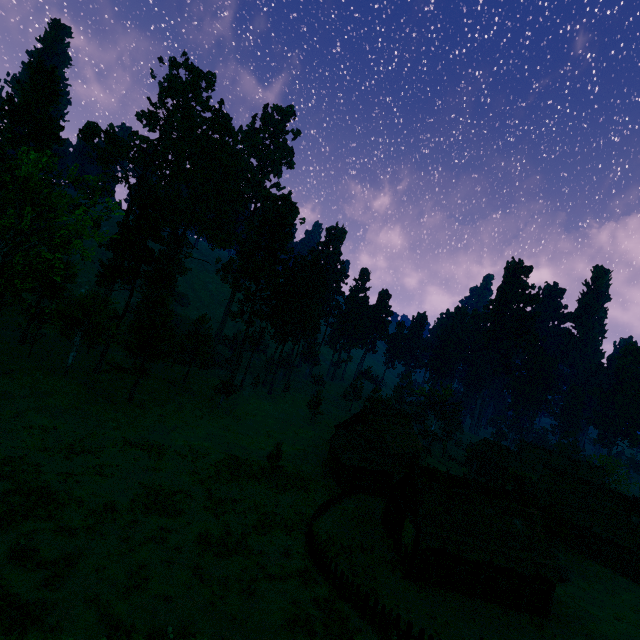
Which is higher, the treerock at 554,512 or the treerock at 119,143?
the treerock at 119,143

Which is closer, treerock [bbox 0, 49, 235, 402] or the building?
the building

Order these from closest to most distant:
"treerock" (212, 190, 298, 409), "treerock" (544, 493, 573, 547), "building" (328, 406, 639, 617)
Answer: "building" (328, 406, 639, 617)
"treerock" (544, 493, 573, 547)
"treerock" (212, 190, 298, 409)

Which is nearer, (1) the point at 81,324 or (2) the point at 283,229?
(1) the point at 81,324

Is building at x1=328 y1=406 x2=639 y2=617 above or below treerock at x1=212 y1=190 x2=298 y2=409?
below

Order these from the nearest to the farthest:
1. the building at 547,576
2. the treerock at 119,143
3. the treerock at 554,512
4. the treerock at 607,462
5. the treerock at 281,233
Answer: the building at 547,576, the treerock at 119,143, the treerock at 554,512, the treerock at 281,233, the treerock at 607,462

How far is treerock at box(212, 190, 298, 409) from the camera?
50.1 meters
